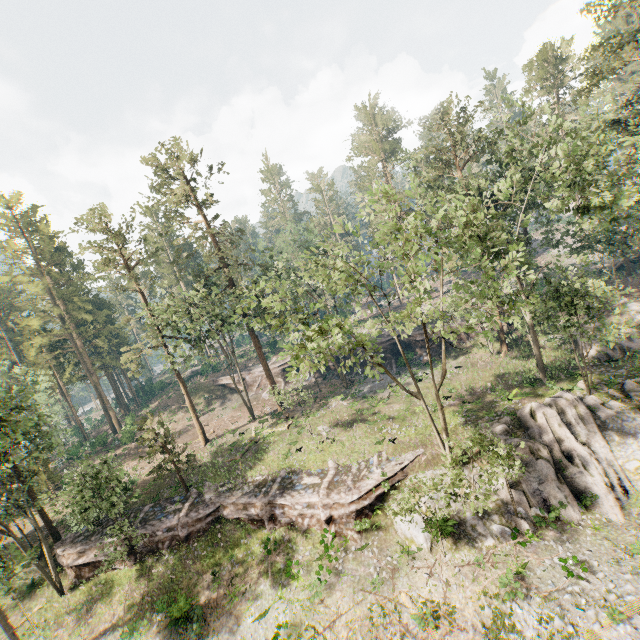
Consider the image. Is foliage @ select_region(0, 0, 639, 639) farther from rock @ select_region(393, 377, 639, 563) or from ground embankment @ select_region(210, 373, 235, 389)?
ground embankment @ select_region(210, 373, 235, 389)

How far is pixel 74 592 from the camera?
25.7m

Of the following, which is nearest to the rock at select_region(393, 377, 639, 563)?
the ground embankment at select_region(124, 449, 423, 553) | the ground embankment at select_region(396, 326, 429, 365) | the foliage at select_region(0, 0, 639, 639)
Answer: the ground embankment at select_region(124, 449, 423, 553)

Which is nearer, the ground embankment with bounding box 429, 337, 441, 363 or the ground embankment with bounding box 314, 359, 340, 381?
the ground embankment with bounding box 429, 337, 441, 363

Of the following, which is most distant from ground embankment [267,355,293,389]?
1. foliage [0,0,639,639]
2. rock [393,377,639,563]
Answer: rock [393,377,639,563]

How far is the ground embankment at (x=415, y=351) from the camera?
40.3 meters

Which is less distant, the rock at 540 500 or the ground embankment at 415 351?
the rock at 540 500

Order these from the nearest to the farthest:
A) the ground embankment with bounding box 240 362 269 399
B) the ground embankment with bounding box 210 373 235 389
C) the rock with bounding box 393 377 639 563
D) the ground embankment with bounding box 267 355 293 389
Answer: the rock with bounding box 393 377 639 563 < the ground embankment with bounding box 267 355 293 389 < the ground embankment with bounding box 240 362 269 399 < the ground embankment with bounding box 210 373 235 389
